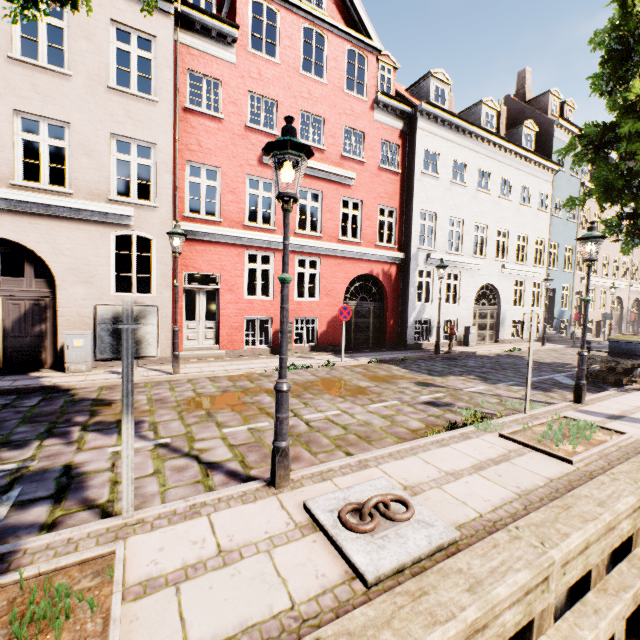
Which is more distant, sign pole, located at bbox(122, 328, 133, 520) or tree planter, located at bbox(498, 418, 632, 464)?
tree planter, located at bbox(498, 418, 632, 464)

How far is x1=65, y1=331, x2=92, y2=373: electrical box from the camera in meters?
8.1 m

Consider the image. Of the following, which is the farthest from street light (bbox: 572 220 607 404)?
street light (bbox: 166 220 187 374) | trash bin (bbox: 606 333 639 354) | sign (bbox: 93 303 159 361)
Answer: street light (bbox: 166 220 187 374)

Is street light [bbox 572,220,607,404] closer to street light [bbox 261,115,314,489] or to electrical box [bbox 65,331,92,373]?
street light [bbox 261,115,314,489]

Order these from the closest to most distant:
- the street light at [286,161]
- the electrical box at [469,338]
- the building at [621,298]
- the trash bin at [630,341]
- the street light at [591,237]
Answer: the street light at [286,161] < the street light at [591,237] < the trash bin at [630,341] < the electrical box at [469,338] < the building at [621,298]

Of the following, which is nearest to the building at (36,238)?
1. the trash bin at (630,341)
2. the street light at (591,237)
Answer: the street light at (591,237)

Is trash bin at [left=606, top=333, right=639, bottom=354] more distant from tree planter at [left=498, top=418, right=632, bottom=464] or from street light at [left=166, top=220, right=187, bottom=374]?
street light at [left=166, top=220, right=187, bottom=374]

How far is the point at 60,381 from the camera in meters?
7.4 m
